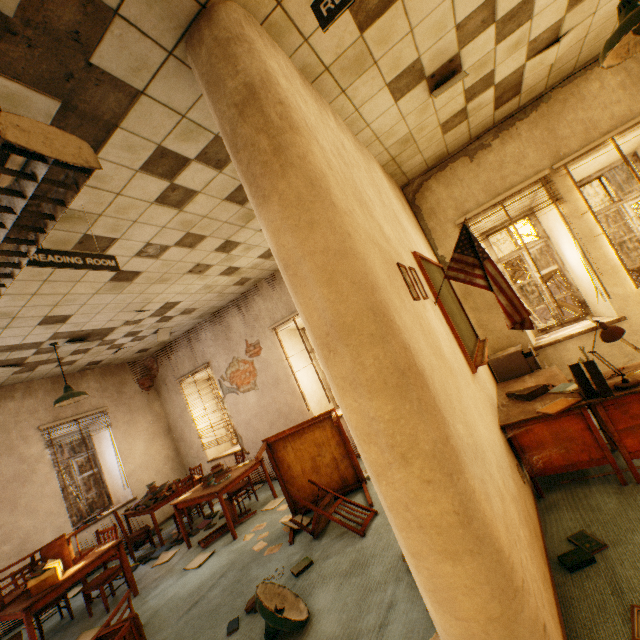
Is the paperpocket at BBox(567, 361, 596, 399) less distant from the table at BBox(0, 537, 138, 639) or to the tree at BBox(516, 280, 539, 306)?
the table at BBox(0, 537, 138, 639)

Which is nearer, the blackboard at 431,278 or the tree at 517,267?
the blackboard at 431,278

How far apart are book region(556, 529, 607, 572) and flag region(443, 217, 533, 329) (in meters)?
1.52

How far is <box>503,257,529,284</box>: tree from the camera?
10.2 meters

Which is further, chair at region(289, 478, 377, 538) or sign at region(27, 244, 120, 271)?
chair at region(289, 478, 377, 538)

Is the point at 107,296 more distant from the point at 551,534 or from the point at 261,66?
the point at 551,534

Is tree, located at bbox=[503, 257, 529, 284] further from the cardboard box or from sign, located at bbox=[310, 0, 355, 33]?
the cardboard box

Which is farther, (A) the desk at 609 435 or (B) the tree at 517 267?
(B) the tree at 517 267
